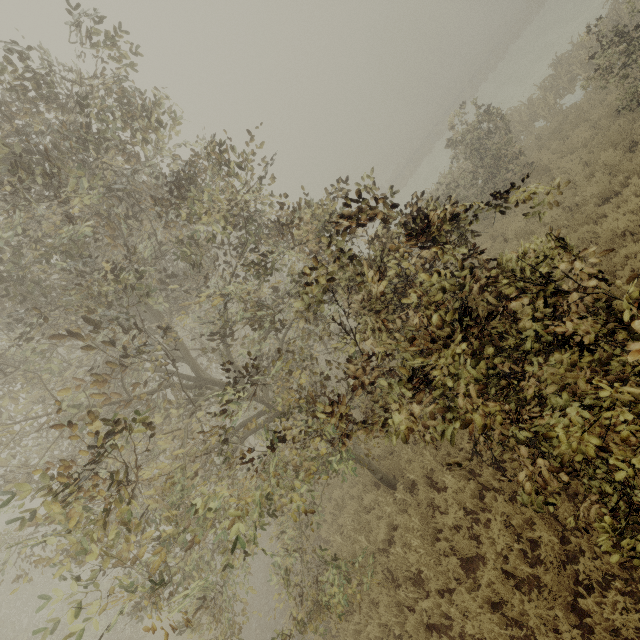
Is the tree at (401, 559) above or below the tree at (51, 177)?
below

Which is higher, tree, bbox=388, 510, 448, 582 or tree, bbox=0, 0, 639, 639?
tree, bbox=0, 0, 639, 639

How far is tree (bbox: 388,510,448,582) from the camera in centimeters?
666cm

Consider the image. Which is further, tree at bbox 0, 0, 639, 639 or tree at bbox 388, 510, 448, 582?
tree at bbox 388, 510, 448, 582

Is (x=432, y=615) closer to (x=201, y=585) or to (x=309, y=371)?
(x=201, y=585)

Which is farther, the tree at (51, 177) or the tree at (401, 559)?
the tree at (401, 559)
